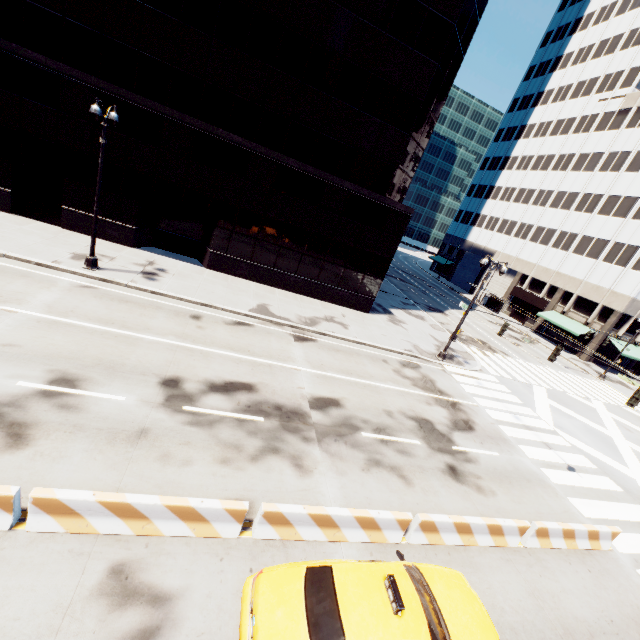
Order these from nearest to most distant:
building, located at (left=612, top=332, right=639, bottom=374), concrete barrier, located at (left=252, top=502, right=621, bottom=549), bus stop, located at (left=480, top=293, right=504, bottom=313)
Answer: concrete barrier, located at (left=252, top=502, right=621, bottom=549) → building, located at (left=612, top=332, right=639, bottom=374) → bus stop, located at (left=480, top=293, right=504, bottom=313)

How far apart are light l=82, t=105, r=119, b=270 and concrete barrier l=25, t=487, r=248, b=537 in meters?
12.9 m

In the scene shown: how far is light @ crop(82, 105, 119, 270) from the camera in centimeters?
1391cm

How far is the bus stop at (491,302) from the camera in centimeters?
5019cm

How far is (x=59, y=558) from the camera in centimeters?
580cm

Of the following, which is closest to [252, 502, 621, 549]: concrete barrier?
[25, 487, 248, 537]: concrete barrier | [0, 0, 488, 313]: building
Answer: [25, 487, 248, 537]: concrete barrier

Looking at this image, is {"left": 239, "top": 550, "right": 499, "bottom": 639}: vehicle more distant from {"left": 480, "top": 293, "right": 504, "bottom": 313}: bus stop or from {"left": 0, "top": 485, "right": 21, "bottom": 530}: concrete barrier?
{"left": 480, "top": 293, "right": 504, "bottom": 313}: bus stop

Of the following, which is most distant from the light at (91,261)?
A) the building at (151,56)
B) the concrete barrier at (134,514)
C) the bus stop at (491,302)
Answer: the bus stop at (491,302)
